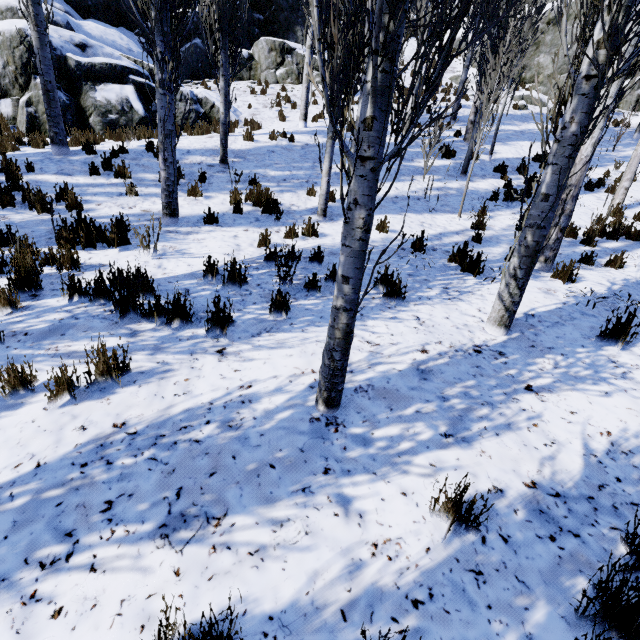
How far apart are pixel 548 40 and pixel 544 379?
26.9 meters

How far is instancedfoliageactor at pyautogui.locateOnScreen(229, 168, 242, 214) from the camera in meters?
6.7 m

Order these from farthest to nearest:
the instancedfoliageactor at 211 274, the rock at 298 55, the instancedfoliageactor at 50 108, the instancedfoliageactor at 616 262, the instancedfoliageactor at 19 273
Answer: the rock at 298 55 < the instancedfoliageactor at 616 262 < the instancedfoliageactor at 50 108 < the instancedfoliageactor at 211 274 < the instancedfoliageactor at 19 273

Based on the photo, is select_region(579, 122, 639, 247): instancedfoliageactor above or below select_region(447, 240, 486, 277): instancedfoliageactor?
above

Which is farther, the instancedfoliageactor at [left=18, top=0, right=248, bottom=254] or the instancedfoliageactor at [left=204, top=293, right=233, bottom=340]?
the instancedfoliageactor at [left=18, top=0, right=248, bottom=254]

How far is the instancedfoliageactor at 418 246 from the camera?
5.7 meters
